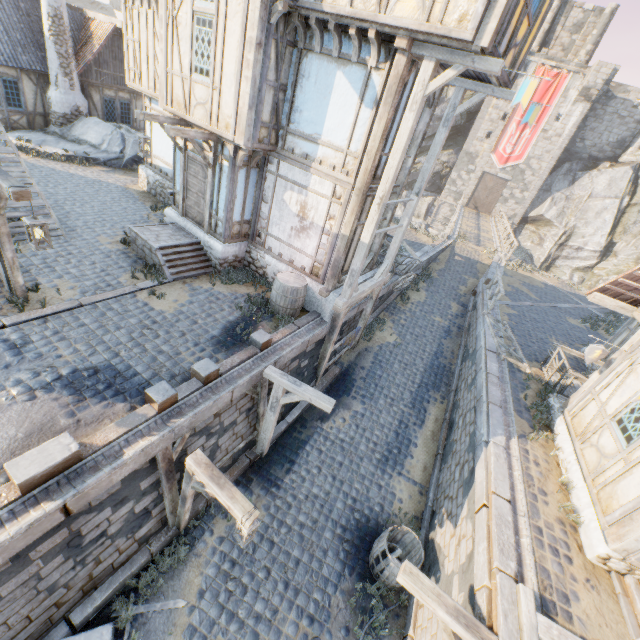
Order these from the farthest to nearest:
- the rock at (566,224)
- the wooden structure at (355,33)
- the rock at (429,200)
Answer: the rock at (429,200), the rock at (566,224), the wooden structure at (355,33)

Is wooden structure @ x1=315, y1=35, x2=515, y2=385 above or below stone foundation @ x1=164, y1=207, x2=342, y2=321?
above

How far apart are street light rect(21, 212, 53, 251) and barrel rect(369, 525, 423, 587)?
9.3 meters

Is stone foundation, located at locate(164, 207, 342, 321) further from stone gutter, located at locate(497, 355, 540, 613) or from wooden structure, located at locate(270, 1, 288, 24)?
wooden structure, located at locate(270, 1, 288, 24)

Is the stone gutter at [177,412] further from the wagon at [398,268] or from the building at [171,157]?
the wagon at [398,268]

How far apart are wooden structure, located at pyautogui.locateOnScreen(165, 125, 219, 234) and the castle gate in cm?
3559

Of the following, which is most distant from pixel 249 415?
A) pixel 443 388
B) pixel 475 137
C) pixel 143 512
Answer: pixel 475 137

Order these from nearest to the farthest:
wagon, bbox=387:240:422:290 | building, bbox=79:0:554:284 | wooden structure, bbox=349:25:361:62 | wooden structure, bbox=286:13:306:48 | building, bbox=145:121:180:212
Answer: building, bbox=79:0:554:284 → wooden structure, bbox=349:25:361:62 → wooden structure, bbox=286:13:306:48 → building, bbox=145:121:180:212 → wagon, bbox=387:240:422:290
